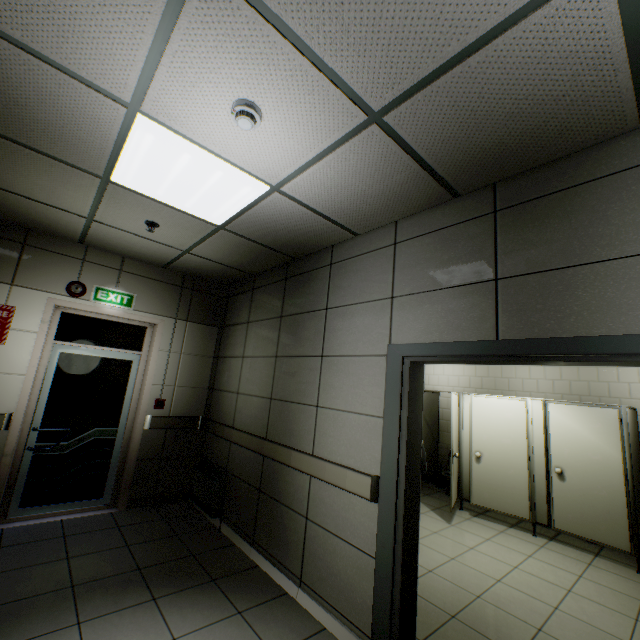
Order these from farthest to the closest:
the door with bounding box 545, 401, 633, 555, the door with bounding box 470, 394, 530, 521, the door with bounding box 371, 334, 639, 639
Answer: the door with bounding box 470, 394, 530, 521 → the door with bounding box 545, 401, 633, 555 → the door with bounding box 371, 334, 639, 639

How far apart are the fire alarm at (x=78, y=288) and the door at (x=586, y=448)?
6.70m

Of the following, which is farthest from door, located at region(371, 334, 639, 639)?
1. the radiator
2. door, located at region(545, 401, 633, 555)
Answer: door, located at region(545, 401, 633, 555)

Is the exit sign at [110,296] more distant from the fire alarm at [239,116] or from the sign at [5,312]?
the fire alarm at [239,116]

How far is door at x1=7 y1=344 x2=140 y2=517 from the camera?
3.8m

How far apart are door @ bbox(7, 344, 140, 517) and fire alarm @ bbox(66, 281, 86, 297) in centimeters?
66cm

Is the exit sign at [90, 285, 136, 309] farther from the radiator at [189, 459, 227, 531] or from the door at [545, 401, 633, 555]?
the door at [545, 401, 633, 555]

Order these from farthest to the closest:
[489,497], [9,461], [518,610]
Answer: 1. [489,497]
2. [9,461]
3. [518,610]
